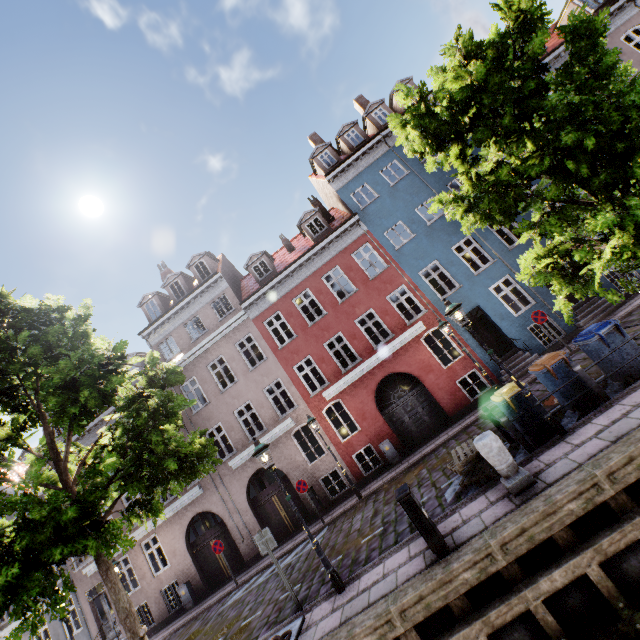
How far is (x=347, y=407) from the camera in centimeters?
1570cm

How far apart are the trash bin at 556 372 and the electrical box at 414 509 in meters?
4.5 m

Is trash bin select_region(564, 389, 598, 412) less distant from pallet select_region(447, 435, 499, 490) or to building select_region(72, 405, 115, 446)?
pallet select_region(447, 435, 499, 490)

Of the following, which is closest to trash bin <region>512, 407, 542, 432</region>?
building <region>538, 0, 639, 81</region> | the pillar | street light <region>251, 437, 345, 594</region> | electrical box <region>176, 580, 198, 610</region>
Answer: the pillar

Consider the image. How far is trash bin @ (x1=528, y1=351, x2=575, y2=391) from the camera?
7.76m

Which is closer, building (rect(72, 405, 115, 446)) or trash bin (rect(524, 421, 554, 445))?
trash bin (rect(524, 421, 554, 445))

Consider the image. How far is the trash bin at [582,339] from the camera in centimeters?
741cm

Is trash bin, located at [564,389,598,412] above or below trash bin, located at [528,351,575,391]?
below
